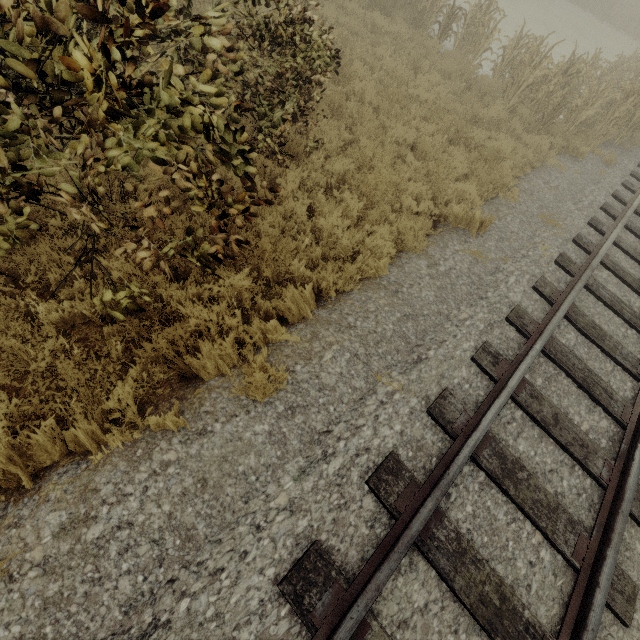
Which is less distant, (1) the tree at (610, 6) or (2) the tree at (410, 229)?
(2) the tree at (410, 229)

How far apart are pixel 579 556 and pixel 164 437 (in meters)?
4.07

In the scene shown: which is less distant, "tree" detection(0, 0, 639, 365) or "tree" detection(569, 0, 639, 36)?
"tree" detection(0, 0, 639, 365)
